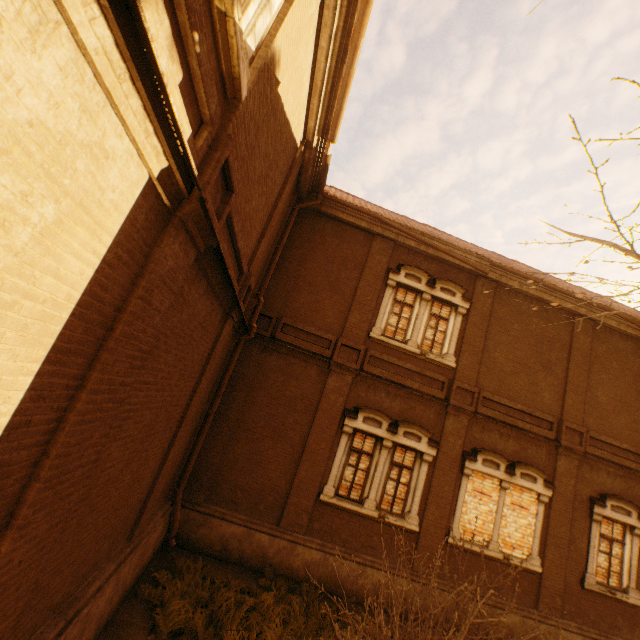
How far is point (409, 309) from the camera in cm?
1108

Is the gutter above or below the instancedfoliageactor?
above

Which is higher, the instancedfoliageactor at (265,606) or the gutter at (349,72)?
the gutter at (349,72)
